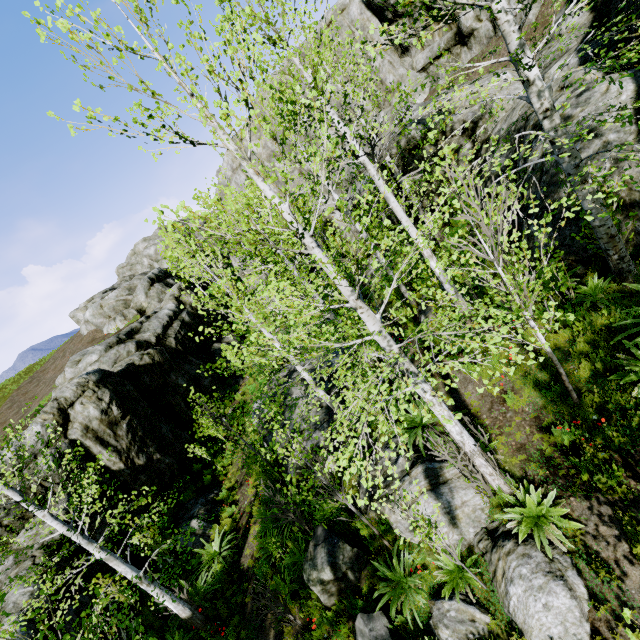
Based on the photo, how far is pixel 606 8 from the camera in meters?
9.3 m

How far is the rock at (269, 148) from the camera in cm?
2361

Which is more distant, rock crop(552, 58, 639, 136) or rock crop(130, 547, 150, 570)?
rock crop(130, 547, 150, 570)

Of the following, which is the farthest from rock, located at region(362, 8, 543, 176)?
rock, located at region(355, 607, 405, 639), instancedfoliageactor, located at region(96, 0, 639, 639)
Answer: rock, located at region(355, 607, 405, 639)

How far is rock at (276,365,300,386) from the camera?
14.67m

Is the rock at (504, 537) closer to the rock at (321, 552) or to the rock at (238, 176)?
the rock at (321, 552)
